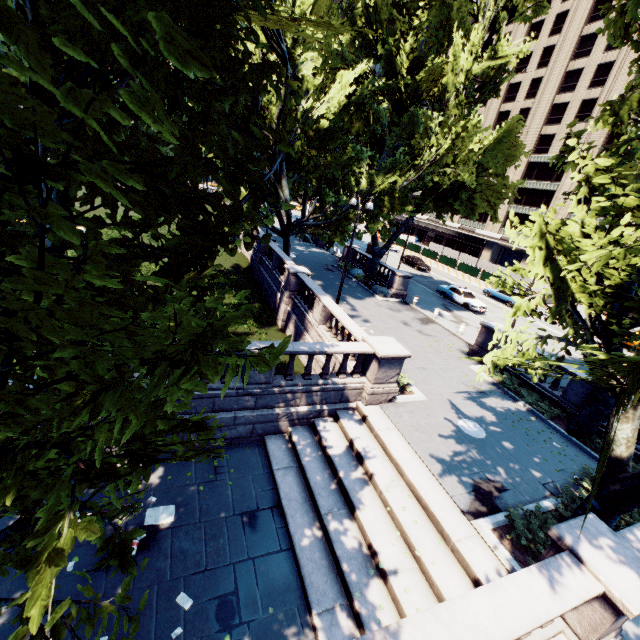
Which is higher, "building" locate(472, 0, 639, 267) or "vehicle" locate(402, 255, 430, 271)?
"building" locate(472, 0, 639, 267)

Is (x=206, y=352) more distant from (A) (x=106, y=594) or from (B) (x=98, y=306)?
(A) (x=106, y=594)

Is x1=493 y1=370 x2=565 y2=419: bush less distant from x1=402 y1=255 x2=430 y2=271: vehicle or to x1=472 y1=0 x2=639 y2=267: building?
x1=402 y1=255 x2=430 y2=271: vehicle

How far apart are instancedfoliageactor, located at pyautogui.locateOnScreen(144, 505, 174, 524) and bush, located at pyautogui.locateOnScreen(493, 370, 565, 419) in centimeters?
1487cm

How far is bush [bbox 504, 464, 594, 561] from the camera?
8.2m

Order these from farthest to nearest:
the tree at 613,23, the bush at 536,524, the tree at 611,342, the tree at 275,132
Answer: the bush at 536,524 → the tree at 613,23 → the tree at 611,342 → the tree at 275,132

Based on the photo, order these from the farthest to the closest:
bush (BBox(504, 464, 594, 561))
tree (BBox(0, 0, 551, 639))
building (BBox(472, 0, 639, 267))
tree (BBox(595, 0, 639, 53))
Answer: building (BBox(472, 0, 639, 267))
bush (BBox(504, 464, 594, 561))
tree (BBox(595, 0, 639, 53))
tree (BBox(0, 0, 551, 639))

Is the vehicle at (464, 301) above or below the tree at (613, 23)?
below
